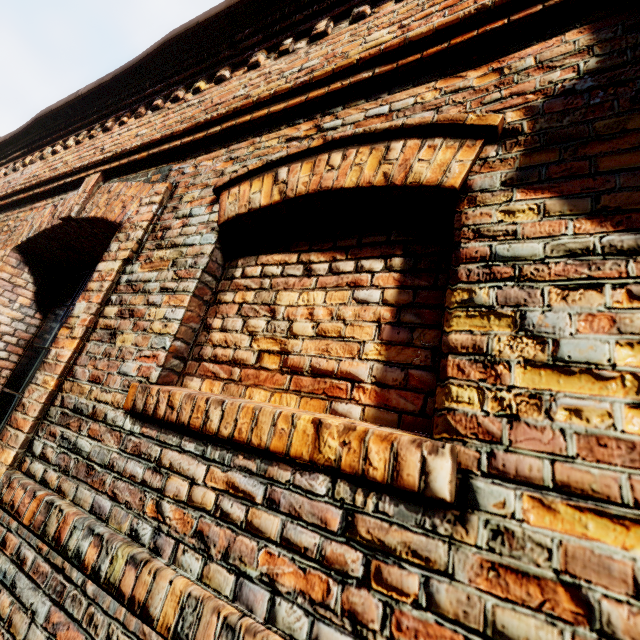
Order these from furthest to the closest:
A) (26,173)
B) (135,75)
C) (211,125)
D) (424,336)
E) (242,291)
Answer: (26,173), (135,75), (211,125), (242,291), (424,336)
